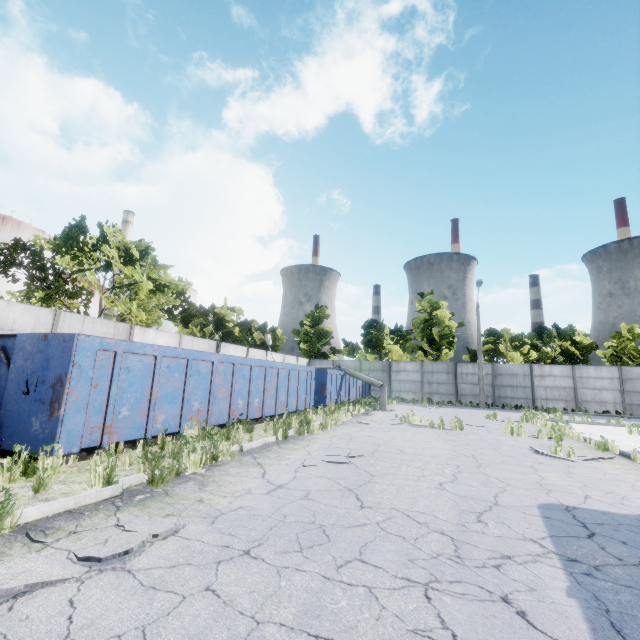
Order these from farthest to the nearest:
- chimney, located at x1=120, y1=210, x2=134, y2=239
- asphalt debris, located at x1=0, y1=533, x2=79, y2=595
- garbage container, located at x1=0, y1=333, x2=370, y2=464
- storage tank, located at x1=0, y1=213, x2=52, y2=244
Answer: chimney, located at x1=120, y1=210, x2=134, y2=239, storage tank, located at x1=0, y1=213, x2=52, y2=244, garbage container, located at x1=0, y1=333, x2=370, y2=464, asphalt debris, located at x1=0, y1=533, x2=79, y2=595

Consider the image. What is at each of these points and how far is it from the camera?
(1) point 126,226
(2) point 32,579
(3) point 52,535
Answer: (1) chimney, 47.91m
(2) asphalt debris, 2.52m
(3) asphalt debris, 3.24m

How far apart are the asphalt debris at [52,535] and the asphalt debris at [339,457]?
3.0 meters

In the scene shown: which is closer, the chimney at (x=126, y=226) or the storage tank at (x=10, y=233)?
the storage tank at (x=10, y=233)

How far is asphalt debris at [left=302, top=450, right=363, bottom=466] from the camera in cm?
647

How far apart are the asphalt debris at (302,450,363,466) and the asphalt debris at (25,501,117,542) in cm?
296

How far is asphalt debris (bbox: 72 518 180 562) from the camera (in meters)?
2.86

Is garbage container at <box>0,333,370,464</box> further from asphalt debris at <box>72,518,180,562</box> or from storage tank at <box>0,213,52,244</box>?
storage tank at <box>0,213,52,244</box>
